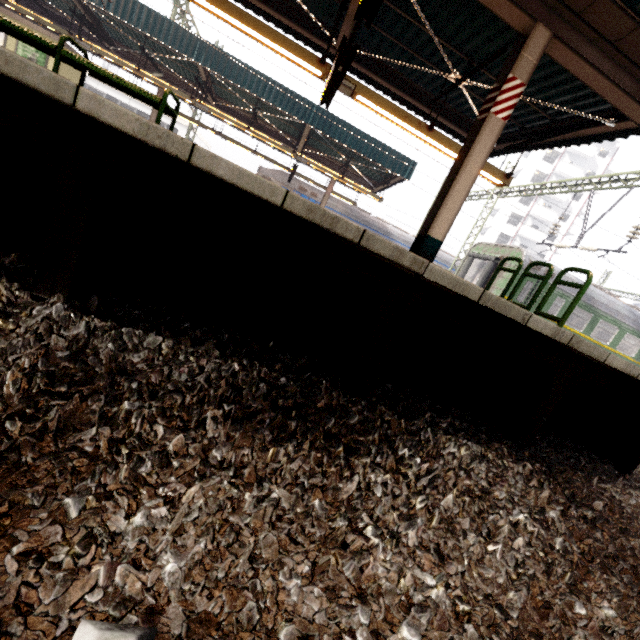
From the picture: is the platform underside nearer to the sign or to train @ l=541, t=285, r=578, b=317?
train @ l=541, t=285, r=578, b=317

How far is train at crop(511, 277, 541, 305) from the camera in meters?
14.1 m

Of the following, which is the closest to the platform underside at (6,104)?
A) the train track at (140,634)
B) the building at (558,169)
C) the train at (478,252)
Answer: the train track at (140,634)

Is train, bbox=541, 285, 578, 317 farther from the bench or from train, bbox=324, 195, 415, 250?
the bench

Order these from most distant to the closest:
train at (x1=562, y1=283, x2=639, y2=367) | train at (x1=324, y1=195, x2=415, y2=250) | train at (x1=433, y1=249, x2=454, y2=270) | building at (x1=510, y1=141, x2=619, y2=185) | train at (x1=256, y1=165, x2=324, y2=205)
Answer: building at (x1=510, y1=141, x2=619, y2=185), train at (x1=433, y1=249, x2=454, y2=270), train at (x1=324, y1=195, x2=415, y2=250), train at (x1=256, y1=165, x2=324, y2=205), train at (x1=562, y1=283, x2=639, y2=367)

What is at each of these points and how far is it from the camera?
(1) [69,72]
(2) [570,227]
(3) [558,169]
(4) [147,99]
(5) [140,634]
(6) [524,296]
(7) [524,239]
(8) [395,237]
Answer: (1) elevator, 15.6 meters
(2) building, 45.0 meters
(3) building, 42.8 meters
(4) bench, 4.2 meters
(5) train track, 0.9 meters
(6) train, 15.7 meters
(7) building, 45.9 meters
(8) train, 23.8 meters

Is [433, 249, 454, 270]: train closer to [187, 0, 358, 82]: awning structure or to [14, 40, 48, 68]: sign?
[14, 40, 48, 68]: sign

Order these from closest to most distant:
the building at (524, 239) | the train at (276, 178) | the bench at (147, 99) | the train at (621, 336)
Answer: the bench at (147, 99) → the train at (621, 336) → the train at (276, 178) → the building at (524, 239)
